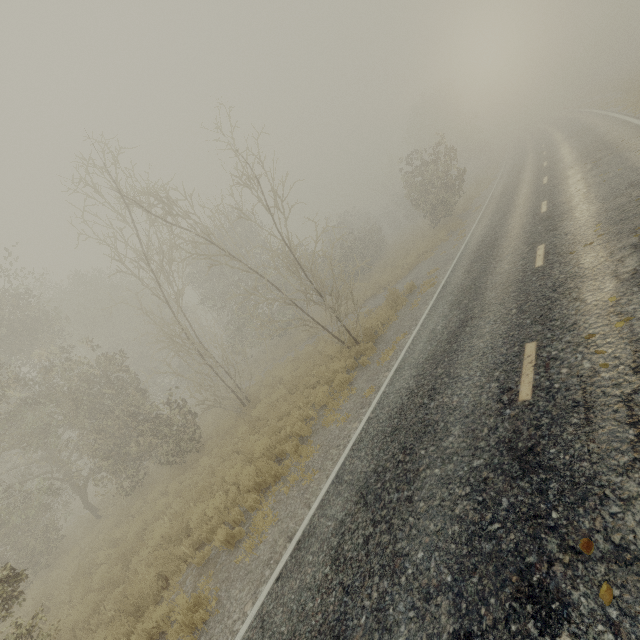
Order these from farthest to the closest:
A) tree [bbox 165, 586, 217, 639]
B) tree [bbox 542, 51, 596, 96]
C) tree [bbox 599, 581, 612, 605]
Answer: tree [bbox 542, 51, 596, 96] → tree [bbox 165, 586, 217, 639] → tree [bbox 599, 581, 612, 605]

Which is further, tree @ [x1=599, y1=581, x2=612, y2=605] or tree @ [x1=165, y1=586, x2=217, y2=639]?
tree @ [x1=165, y1=586, x2=217, y2=639]

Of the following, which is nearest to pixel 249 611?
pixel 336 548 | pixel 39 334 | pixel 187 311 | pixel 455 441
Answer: pixel 336 548

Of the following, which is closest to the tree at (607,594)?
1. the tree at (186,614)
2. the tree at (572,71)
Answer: the tree at (186,614)

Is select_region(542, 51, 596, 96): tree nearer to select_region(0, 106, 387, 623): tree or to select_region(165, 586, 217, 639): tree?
select_region(0, 106, 387, 623): tree

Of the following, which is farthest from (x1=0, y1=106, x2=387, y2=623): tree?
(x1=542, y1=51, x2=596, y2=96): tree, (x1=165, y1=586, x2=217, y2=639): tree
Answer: (x1=542, y1=51, x2=596, y2=96): tree
